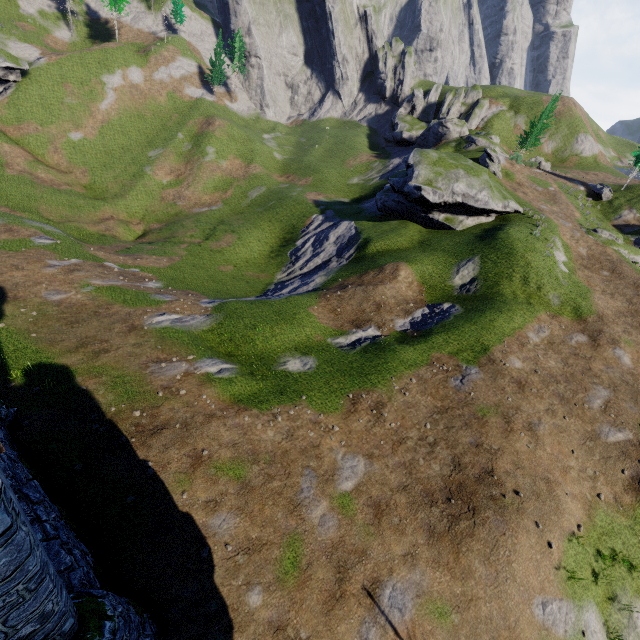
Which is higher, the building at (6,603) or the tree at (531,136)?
the tree at (531,136)

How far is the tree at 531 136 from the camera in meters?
49.3 m

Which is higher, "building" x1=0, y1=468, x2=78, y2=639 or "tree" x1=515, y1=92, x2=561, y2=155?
"tree" x1=515, y1=92, x2=561, y2=155

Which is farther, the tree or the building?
the tree

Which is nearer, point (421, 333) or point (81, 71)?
point (421, 333)

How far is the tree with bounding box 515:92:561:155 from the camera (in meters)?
49.34
